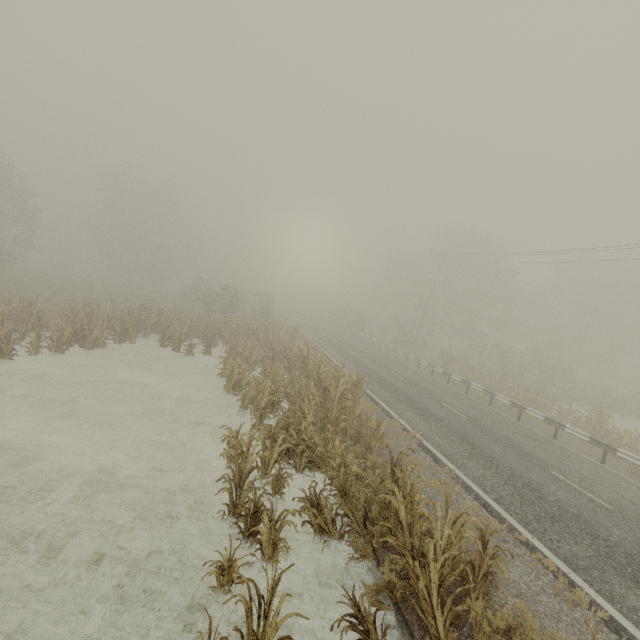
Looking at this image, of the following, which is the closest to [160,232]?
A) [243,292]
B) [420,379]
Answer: [243,292]

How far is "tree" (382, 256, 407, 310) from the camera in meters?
56.5 m

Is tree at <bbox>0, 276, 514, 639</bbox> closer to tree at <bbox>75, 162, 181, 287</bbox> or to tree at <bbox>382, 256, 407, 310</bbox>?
tree at <bbox>382, 256, 407, 310</bbox>

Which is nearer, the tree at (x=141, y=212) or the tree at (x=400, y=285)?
the tree at (x=141, y=212)

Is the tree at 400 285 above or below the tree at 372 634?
above

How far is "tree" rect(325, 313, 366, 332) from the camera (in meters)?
44.69

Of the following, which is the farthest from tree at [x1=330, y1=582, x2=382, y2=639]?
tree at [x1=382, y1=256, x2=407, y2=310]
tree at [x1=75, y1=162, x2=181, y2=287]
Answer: tree at [x1=75, y1=162, x2=181, y2=287]
